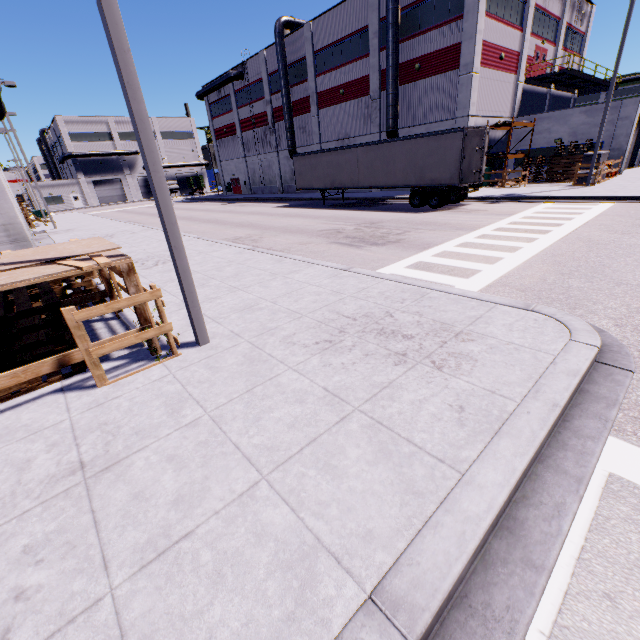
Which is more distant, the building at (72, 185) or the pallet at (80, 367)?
the building at (72, 185)

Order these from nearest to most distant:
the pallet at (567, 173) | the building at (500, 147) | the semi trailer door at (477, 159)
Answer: the semi trailer door at (477, 159) < the pallet at (567, 173) < the building at (500, 147)

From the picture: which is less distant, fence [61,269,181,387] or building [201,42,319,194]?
fence [61,269,181,387]

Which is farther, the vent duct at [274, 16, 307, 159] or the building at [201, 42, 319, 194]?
the building at [201, 42, 319, 194]

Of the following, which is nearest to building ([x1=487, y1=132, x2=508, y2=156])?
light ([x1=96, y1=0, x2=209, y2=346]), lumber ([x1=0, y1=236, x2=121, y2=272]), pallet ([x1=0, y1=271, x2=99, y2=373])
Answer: lumber ([x1=0, y1=236, x2=121, y2=272])

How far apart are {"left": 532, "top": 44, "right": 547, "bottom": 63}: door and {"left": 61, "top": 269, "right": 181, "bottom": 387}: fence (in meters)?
36.37

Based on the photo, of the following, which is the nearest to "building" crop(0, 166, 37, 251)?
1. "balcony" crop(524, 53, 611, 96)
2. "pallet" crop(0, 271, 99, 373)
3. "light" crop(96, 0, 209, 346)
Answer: "balcony" crop(524, 53, 611, 96)

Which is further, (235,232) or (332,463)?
(235,232)
